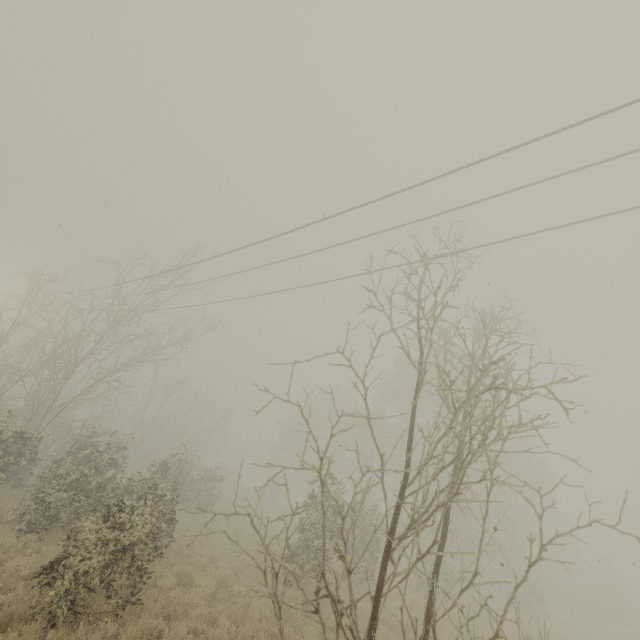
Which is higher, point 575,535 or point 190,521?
point 575,535
